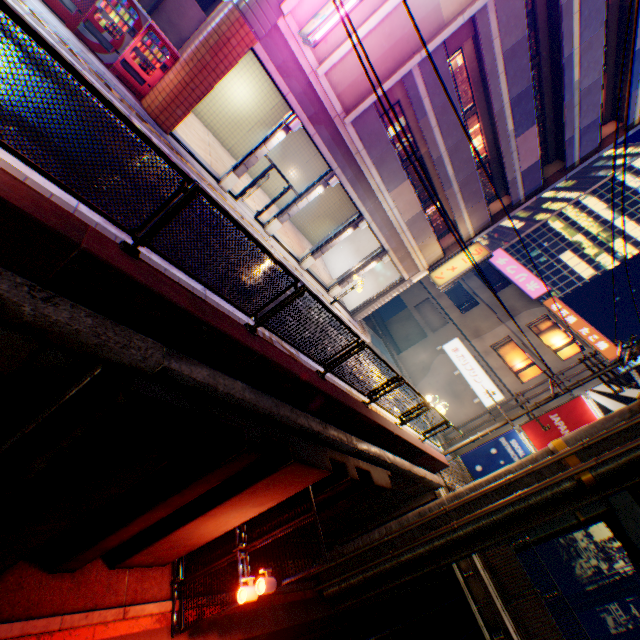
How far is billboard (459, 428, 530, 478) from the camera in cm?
2244

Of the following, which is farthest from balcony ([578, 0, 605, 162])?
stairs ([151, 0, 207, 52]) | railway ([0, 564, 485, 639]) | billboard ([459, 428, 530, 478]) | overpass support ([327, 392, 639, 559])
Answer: railway ([0, 564, 485, 639])

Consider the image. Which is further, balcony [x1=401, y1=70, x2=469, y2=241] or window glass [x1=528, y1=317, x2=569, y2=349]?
window glass [x1=528, y1=317, x2=569, y2=349]

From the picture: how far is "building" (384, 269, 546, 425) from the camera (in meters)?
24.09

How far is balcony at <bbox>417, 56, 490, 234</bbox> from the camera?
12.85m

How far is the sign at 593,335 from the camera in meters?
21.0

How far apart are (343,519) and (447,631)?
17.3 meters

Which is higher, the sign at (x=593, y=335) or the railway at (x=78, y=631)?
the sign at (x=593, y=335)
